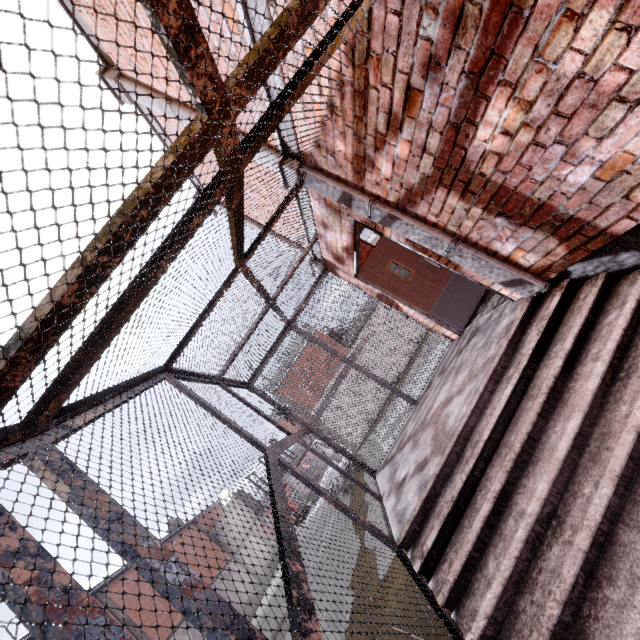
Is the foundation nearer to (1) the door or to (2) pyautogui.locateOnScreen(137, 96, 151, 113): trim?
(2) pyautogui.locateOnScreen(137, 96, 151, 113): trim

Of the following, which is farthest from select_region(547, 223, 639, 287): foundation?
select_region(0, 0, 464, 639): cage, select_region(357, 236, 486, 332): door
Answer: select_region(357, 236, 486, 332): door

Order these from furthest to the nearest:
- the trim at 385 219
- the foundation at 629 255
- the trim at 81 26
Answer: the trim at 81 26, the trim at 385 219, the foundation at 629 255

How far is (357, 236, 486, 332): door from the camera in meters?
5.9

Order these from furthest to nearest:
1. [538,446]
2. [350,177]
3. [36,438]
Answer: [350,177] < [538,446] < [36,438]

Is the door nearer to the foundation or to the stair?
the stair

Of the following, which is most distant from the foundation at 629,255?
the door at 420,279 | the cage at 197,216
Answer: the door at 420,279
